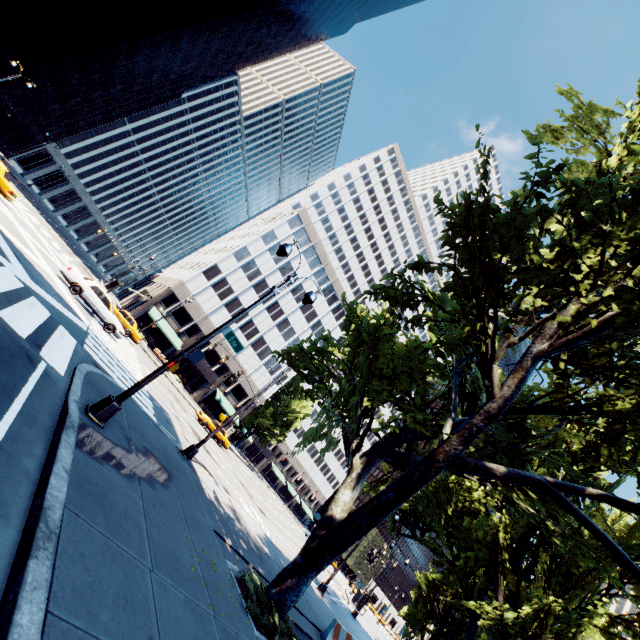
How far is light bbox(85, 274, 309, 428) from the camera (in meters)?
8.13

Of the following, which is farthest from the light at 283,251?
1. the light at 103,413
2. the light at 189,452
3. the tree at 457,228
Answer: the light at 189,452

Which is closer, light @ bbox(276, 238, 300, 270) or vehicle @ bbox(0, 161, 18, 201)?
light @ bbox(276, 238, 300, 270)

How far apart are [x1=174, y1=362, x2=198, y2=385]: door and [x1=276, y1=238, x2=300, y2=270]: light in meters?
43.6 m

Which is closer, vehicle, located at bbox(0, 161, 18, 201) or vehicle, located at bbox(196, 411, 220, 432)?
vehicle, located at bbox(0, 161, 18, 201)

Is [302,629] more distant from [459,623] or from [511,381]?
[459,623]

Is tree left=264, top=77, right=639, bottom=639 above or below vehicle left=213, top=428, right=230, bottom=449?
above

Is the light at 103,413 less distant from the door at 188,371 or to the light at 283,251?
the light at 283,251
